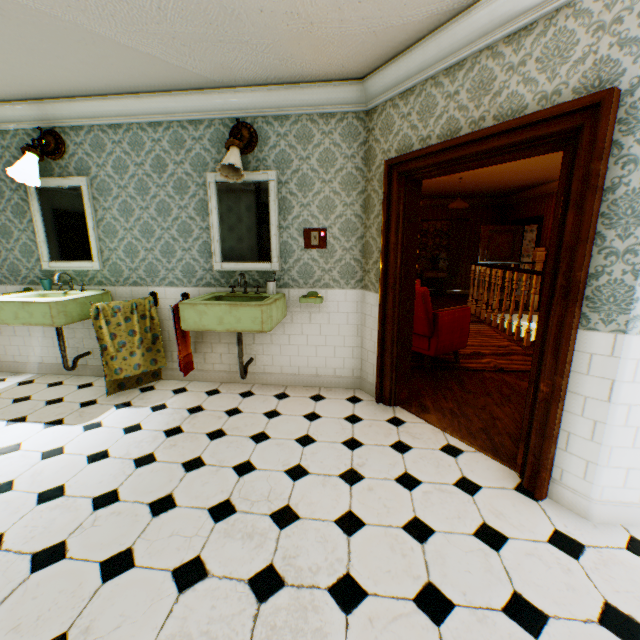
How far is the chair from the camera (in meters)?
3.95

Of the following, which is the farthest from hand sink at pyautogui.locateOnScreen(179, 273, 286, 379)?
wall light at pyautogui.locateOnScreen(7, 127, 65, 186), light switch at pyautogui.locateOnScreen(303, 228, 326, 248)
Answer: wall light at pyautogui.locateOnScreen(7, 127, 65, 186)

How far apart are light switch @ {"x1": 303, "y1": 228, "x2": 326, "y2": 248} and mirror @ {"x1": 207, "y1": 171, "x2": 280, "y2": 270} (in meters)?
0.35

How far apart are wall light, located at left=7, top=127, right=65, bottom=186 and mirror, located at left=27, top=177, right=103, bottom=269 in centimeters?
23cm

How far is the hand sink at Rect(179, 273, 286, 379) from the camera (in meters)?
2.97

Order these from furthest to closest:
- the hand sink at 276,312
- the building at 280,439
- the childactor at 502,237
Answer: the childactor at 502,237, the hand sink at 276,312, the building at 280,439

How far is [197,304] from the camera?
3.0m

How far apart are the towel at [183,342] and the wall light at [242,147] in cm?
136
